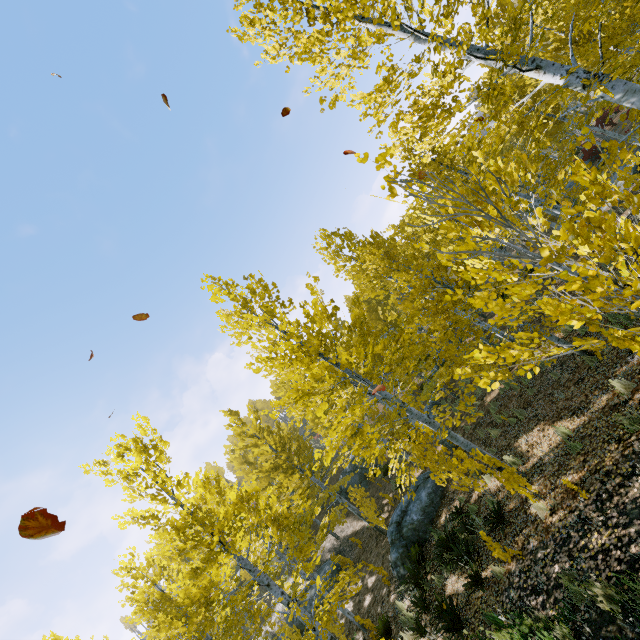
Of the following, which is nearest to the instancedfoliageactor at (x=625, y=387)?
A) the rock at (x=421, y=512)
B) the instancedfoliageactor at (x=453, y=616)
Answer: the instancedfoliageactor at (x=453, y=616)

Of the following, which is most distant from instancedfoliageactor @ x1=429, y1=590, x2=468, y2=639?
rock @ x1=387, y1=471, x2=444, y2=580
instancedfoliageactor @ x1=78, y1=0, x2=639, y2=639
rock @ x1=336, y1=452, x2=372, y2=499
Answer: rock @ x1=336, y1=452, x2=372, y2=499

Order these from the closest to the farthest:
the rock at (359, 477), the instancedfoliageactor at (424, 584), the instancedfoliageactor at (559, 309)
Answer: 1. the instancedfoliageactor at (559, 309)
2. the instancedfoliageactor at (424, 584)
3. the rock at (359, 477)

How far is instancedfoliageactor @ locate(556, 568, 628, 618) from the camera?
3.8 meters

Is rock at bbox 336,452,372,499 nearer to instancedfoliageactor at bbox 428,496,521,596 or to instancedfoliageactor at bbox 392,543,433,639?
instancedfoliageactor at bbox 392,543,433,639

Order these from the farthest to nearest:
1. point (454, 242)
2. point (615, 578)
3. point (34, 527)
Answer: point (454, 242) < point (615, 578) < point (34, 527)

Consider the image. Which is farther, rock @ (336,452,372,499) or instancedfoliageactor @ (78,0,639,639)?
rock @ (336,452,372,499)

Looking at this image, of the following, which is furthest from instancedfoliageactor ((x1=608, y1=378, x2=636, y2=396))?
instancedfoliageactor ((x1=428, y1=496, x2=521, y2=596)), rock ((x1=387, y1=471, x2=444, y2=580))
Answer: instancedfoliageactor ((x1=428, y1=496, x2=521, y2=596))
